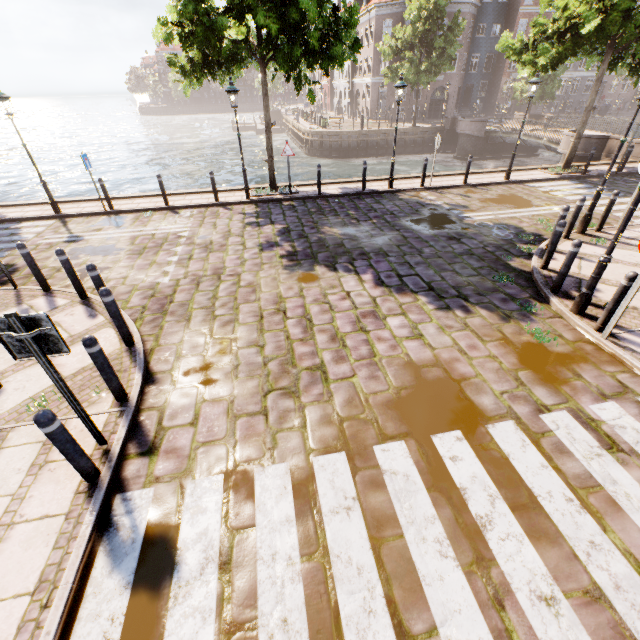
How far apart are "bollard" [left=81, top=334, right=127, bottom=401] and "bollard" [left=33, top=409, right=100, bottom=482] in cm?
104

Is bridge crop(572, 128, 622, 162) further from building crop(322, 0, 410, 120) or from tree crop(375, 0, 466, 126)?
building crop(322, 0, 410, 120)

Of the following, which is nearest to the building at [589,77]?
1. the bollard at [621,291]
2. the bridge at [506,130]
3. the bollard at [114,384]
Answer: the bridge at [506,130]

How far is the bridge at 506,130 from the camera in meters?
27.2

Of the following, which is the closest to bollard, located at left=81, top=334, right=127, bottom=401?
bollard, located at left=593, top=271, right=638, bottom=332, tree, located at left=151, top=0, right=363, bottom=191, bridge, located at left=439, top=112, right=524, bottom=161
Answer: bollard, located at left=593, top=271, right=638, bottom=332

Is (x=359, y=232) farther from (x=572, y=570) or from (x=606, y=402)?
(x=572, y=570)

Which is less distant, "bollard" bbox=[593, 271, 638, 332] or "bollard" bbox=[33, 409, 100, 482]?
"bollard" bbox=[33, 409, 100, 482]

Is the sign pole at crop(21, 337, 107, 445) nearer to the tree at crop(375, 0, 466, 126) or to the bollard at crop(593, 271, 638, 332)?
the bollard at crop(593, 271, 638, 332)
